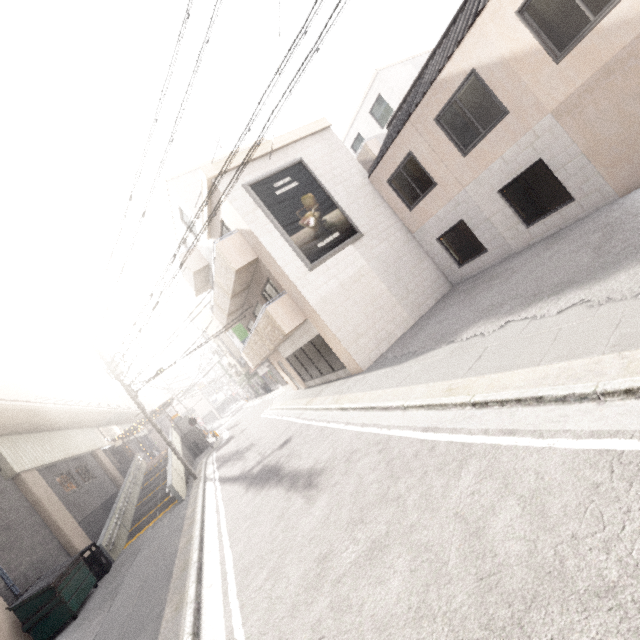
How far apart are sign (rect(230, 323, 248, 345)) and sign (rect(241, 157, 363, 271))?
13.9 meters

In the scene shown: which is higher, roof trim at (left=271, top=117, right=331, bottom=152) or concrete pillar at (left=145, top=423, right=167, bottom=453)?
roof trim at (left=271, top=117, right=331, bottom=152)

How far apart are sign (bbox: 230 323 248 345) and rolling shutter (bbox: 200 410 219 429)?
35.67m

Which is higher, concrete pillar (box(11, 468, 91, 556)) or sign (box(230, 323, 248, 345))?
sign (box(230, 323, 248, 345))

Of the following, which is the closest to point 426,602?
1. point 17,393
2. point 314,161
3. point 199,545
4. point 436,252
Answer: point 199,545

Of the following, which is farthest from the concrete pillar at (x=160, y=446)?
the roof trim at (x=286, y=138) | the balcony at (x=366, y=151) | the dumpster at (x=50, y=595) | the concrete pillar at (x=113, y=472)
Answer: the balcony at (x=366, y=151)

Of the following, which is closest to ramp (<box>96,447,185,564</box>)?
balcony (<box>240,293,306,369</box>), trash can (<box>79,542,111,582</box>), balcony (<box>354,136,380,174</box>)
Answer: trash can (<box>79,542,111,582</box>)

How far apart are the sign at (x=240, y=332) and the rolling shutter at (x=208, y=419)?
35.67m
